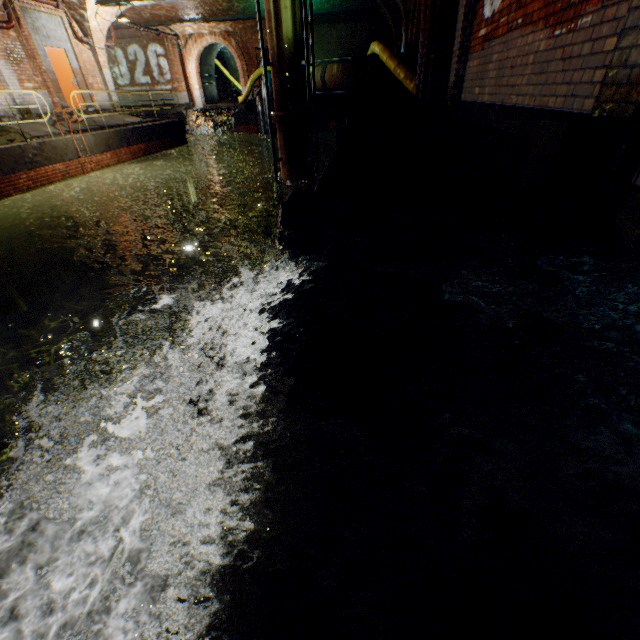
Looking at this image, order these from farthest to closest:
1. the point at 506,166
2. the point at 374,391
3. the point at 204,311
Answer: the point at 204,311, the point at 506,166, the point at 374,391

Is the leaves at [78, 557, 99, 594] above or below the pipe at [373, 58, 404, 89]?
below

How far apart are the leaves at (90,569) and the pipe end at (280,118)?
9.3 meters

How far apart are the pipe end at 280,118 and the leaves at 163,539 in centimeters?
915cm

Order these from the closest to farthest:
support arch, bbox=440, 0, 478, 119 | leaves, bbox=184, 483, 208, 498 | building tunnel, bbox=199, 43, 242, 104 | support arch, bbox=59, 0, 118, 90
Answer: leaves, bbox=184, 483, 208, 498
support arch, bbox=440, 0, 478, 119
support arch, bbox=59, 0, 118, 90
building tunnel, bbox=199, 43, 242, 104

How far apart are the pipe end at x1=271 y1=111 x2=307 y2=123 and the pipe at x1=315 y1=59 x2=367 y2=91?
5.27m

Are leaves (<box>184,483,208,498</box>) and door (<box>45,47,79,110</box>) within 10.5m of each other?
no

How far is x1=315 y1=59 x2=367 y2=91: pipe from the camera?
12.7 meters
